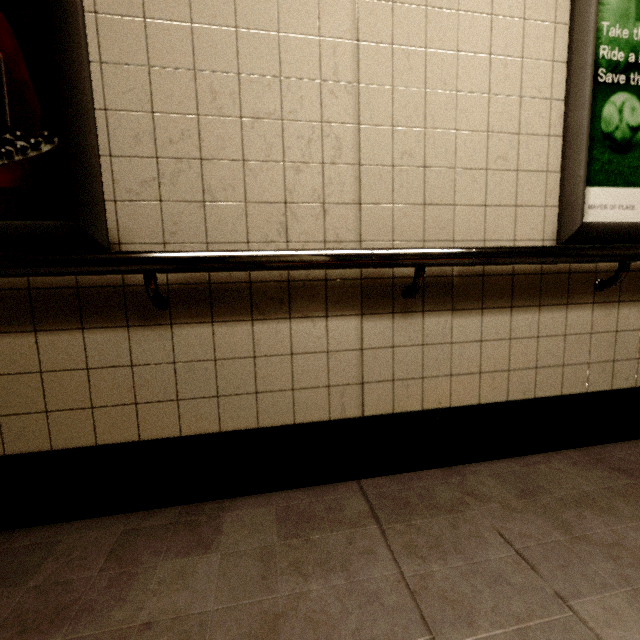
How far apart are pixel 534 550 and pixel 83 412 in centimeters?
164cm

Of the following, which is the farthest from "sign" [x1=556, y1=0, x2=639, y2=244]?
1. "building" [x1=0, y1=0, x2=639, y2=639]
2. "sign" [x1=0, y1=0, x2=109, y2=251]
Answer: "sign" [x1=0, y1=0, x2=109, y2=251]

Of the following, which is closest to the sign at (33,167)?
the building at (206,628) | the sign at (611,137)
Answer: the building at (206,628)

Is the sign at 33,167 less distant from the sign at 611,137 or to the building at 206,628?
the building at 206,628

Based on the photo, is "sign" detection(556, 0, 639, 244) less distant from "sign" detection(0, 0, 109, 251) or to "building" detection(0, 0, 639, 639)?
"building" detection(0, 0, 639, 639)
